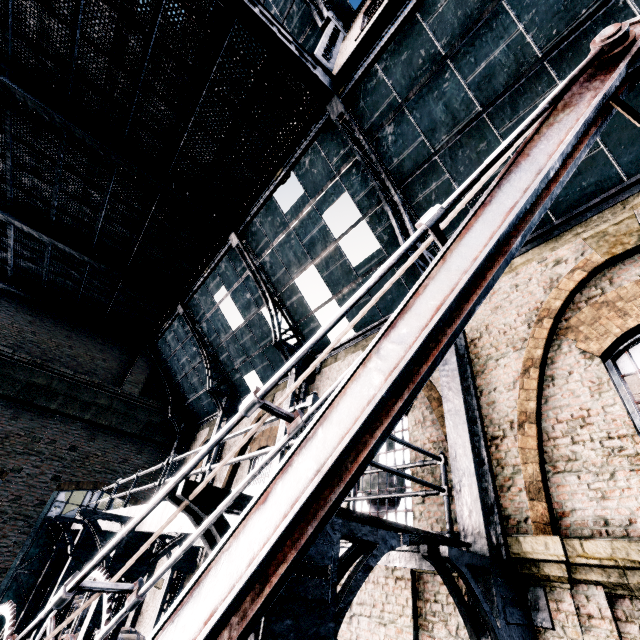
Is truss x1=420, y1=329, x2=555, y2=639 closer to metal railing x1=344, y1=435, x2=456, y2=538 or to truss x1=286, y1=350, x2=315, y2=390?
metal railing x1=344, y1=435, x2=456, y2=538

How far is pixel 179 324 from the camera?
17.5 meters

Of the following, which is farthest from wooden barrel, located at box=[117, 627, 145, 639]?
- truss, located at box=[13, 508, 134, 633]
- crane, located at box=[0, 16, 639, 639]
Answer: crane, located at box=[0, 16, 639, 639]

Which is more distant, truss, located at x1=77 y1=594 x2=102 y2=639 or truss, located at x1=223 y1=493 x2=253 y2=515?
truss, located at x1=77 y1=594 x2=102 y2=639

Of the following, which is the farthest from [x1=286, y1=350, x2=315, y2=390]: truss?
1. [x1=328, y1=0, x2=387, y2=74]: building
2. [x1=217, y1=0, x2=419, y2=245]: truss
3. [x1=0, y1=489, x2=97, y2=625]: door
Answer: [x1=0, y1=489, x2=97, y2=625]: door

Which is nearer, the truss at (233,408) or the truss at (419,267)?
the truss at (419,267)

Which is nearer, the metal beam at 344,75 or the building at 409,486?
the building at 409,486

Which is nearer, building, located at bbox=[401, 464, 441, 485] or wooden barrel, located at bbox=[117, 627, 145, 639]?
building, located at bbox=[401, 464, 441, 485]
